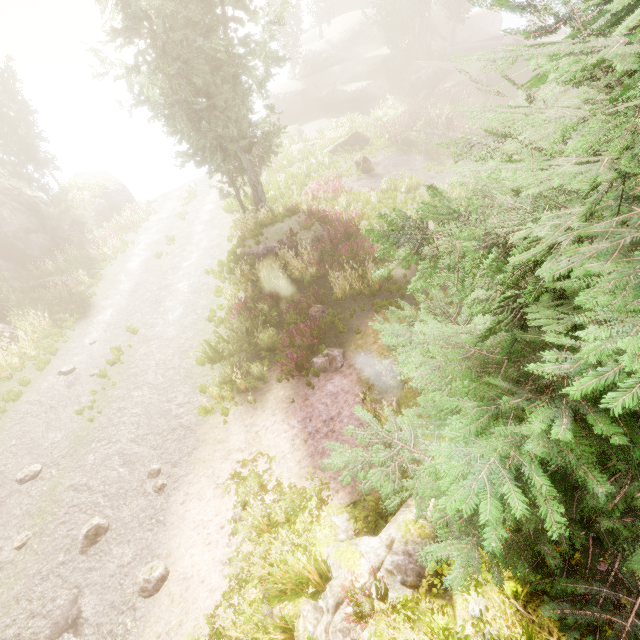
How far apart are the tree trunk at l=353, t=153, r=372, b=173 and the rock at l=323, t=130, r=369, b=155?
3.5 meters

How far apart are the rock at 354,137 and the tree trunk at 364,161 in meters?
3.5

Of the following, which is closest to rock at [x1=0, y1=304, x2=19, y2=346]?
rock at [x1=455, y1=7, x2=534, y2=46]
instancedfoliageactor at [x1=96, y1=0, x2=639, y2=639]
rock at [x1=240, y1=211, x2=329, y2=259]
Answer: instancedfoliageactor at [x1=96, y1=0, x2=639, y2=639]

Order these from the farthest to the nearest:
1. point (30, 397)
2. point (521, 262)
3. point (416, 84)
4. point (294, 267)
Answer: point (416, 84) < point (294, 267) < point (30, 397) < point (521, 262)

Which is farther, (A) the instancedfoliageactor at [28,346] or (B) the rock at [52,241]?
(B) the rock at [52,241]

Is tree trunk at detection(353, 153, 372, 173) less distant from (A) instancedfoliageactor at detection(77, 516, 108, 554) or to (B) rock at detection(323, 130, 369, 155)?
(A) instancedfoliageactor at detection(77, 516, 108, 554)

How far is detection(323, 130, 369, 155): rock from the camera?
24.58m

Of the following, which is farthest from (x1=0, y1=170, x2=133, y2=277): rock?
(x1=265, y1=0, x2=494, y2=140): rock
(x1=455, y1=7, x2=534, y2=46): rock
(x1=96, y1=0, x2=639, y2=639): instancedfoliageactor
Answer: (x1=455, y1=7, x2=534, y2=46): rock
